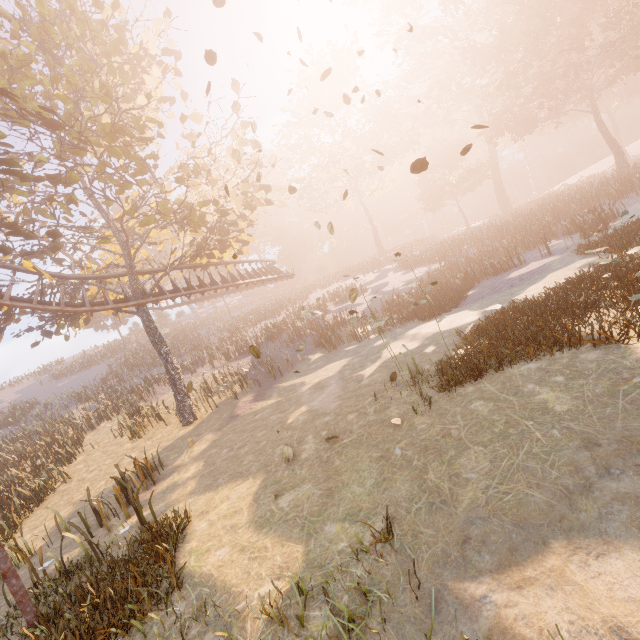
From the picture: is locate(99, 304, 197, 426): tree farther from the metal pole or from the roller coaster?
the metal pole

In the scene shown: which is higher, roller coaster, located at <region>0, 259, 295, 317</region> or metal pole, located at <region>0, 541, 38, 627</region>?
roller coaster, located at <region>0, 259, 295, 317</region>

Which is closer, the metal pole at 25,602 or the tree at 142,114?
the metal pole at 25,602

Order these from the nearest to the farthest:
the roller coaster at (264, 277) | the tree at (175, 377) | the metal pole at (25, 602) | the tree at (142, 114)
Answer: the metal pole at (25, 602), the tree at (142, 114), the roller coaster at (264, 277), the tree at (175, 377)

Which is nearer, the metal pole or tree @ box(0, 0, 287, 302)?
the metal pole

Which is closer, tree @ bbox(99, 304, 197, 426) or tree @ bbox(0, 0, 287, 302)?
tree @ bbox(0, 0, 287, 302)

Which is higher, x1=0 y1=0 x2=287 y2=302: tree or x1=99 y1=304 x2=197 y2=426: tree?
x1=0 y1=0 x2=287 y2=302: tree

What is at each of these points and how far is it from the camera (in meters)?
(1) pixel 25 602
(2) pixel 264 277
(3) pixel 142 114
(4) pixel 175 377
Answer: (1) metal pole, 5.17
(2) roller coaster, 23.19
(3) tree, 17.61
(4) tree, 15.90
